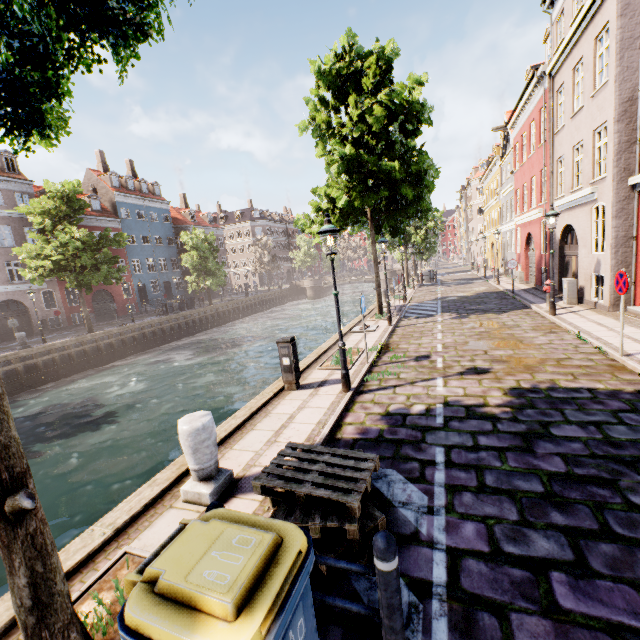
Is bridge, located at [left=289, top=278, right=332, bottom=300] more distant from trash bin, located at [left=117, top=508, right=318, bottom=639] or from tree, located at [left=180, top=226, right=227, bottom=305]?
trash bin, located at [left=117, top=508, right=318, bottom=639]

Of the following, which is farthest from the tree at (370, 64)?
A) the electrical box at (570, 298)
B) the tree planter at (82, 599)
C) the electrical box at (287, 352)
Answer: the electrical box at (570, 298)

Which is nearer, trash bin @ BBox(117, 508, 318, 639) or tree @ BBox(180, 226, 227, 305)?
trash bin @ BBox(117, 508, 318, 639)

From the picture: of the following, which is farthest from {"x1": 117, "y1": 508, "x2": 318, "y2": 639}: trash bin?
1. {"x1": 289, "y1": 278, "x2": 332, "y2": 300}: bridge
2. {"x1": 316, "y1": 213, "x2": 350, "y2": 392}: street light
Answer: {"x1": 289, "y1": 278, "x2": 332, "y2": 300}: bridge

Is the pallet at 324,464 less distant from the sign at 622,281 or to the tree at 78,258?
the tree at 78,258

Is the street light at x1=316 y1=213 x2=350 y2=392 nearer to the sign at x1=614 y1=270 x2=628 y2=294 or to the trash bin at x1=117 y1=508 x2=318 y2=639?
the trash bin at x1=117 y1=508 x2=318 y2=639

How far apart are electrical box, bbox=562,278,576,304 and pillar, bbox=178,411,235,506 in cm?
1489

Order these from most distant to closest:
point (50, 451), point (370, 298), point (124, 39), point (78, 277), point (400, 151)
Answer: point (370, 298) → point (78, 277) → point (400, 151) → point (50, 451) → point (124, 39)
